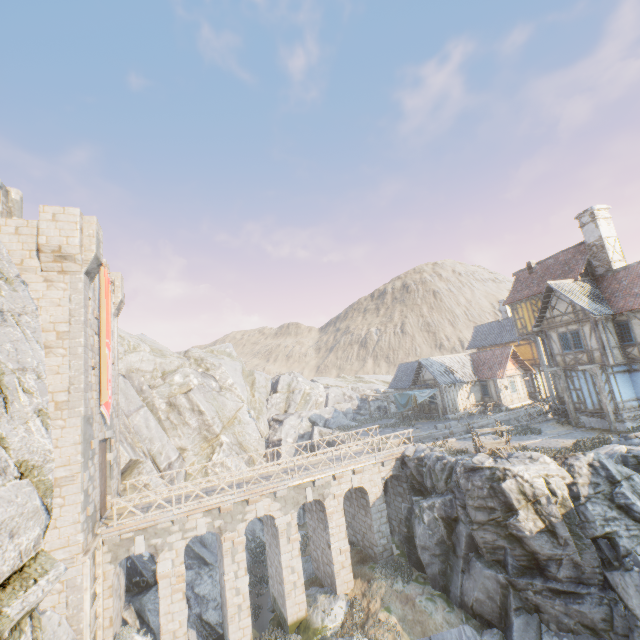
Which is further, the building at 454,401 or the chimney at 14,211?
the building at 454,401

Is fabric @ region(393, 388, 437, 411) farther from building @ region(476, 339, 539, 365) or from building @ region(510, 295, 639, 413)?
building @ region(476, 339, 539, 365)

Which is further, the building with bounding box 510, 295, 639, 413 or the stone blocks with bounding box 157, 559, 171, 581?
the building with bounding box 510, 295, 639, 413

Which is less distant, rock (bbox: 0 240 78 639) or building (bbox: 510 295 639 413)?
rock (bbox: 0 240 78 639)

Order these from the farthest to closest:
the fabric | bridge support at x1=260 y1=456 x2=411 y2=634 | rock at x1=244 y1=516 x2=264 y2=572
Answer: the fabric → rock at x1=244 y1=516 x2=264 y2=572 → bridge support at x1=260 y1=456 x2=411 y2=634

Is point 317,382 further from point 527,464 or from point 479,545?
point 527,464

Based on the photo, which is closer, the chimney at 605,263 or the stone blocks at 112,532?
the stone blocks at 112,532

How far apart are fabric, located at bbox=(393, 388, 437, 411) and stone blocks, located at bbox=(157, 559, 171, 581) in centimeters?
2283cm
